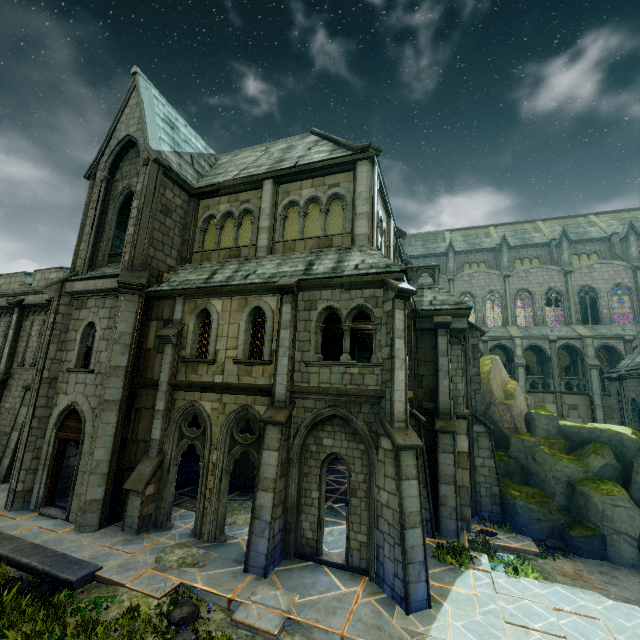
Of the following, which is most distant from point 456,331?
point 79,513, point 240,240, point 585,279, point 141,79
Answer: point 585,279

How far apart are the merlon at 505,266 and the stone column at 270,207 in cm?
3342

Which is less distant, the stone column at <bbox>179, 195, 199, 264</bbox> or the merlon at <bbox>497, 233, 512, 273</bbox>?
the stone column at <bbox>179, 195, 199, 264</bbox>

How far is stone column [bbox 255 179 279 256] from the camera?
13.3m

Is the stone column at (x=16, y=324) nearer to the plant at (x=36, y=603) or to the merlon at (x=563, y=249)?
the plant at (x=36, y=603)

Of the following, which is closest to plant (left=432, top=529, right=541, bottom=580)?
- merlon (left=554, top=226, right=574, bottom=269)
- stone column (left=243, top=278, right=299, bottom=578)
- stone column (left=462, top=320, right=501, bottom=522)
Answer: stone column (left=462, top=320, right=501, bottom=522)

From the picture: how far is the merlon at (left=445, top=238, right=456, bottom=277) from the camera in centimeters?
4006cm

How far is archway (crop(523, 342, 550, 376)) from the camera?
32.4m
